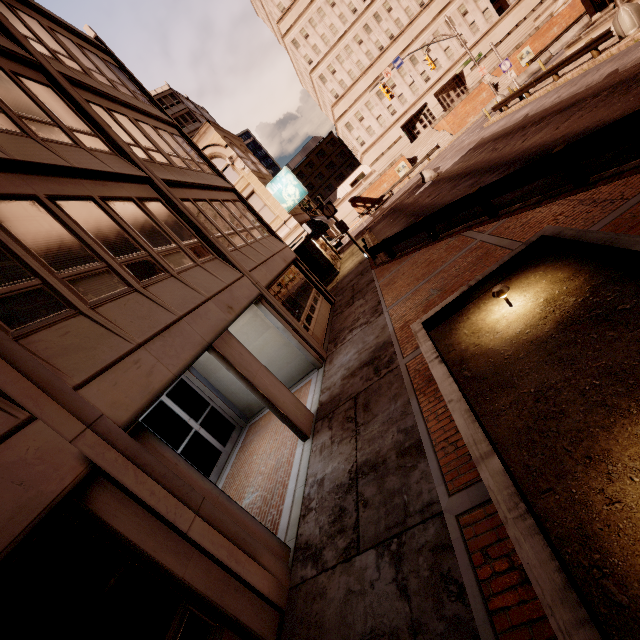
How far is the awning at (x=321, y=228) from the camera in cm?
2289

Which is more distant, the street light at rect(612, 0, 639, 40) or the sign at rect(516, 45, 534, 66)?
the sign at rect(516, 45, 534, 66)

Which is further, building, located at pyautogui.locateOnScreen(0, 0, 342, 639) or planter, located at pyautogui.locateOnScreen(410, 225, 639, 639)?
building, located at pyautogui.locateOnScreen(0, 0, 342, 639)

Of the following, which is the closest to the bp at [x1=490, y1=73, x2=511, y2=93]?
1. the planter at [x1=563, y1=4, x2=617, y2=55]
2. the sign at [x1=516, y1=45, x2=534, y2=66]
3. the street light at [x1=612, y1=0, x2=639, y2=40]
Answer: the sign at [x1=516, y1=45, x2=534, y2=66]

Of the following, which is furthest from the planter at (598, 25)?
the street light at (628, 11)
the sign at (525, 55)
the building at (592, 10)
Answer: the sign at (525, 55)

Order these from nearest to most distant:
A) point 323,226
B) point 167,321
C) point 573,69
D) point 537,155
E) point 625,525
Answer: point 625,525 < point 167,321 < point 537,155 < point 573,69 < point 323,226

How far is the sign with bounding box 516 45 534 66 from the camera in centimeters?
4300cm

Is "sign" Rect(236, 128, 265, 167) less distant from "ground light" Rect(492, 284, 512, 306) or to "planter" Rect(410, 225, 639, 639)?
"planter" Rect(410, 225, 639, 639)
